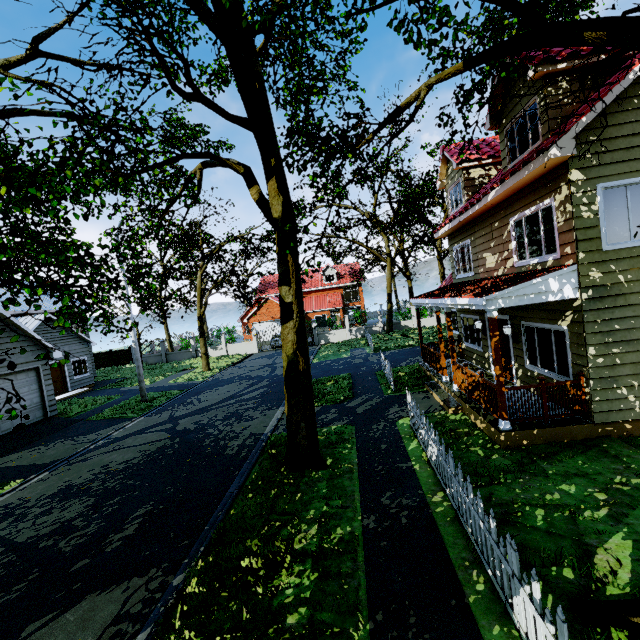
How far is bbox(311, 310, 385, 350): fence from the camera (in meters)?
31.61

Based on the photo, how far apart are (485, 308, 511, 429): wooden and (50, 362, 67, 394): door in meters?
25.3 m

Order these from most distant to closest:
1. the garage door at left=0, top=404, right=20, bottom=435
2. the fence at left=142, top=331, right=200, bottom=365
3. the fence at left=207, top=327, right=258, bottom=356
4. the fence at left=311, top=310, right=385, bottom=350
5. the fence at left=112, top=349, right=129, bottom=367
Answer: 1. the fence at left=112, top=349, right=129, bottom=367
2. the fence at left=142, top=331, right=200, bottom=365
3. the fence at left=207, top=327, right=258, bottom=356
4. the fence at left=311, top=310, right=385, bottom=350
5. the garage door at left=0, top=404, right=20, bottom=435

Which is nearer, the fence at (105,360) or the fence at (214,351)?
the fence at (214,351)

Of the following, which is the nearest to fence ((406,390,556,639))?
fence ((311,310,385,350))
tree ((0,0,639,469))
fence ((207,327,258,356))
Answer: tree ((0,0,639,469))

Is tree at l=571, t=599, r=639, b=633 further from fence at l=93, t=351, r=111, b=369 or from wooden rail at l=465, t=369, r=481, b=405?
wooden rail at l=465, t=369, r=481, b=405

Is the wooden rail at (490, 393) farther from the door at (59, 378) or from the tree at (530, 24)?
the door at (59, 378)

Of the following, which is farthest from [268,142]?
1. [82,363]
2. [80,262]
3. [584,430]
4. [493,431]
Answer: [82,363]
